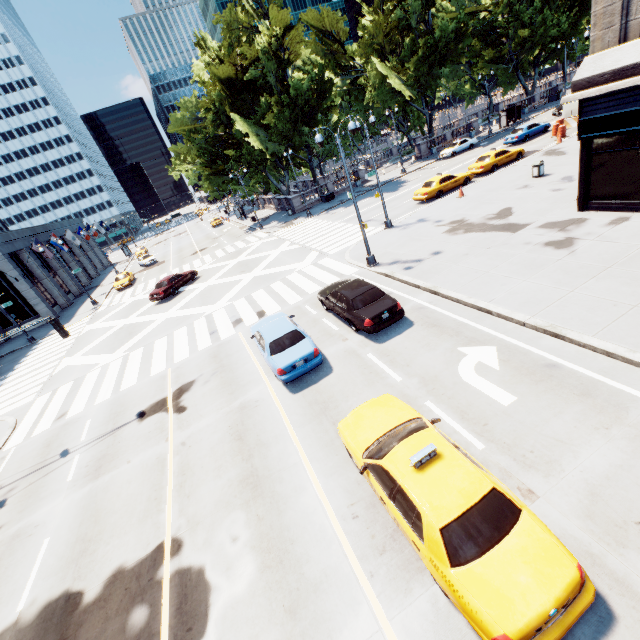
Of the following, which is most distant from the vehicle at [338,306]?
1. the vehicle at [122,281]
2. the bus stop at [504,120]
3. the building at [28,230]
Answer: the bus stop at [504,120]

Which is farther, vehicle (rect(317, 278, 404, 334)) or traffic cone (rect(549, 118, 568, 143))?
traffic cone (rect(549, 118, 568, 143))

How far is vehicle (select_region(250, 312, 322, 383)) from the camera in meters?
11.2

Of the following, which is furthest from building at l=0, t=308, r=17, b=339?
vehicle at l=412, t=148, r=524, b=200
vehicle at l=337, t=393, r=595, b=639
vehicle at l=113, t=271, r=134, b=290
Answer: vehicle at l=337, t=393, r=595, b=639

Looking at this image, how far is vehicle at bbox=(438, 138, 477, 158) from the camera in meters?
40.1

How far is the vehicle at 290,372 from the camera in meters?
11.2

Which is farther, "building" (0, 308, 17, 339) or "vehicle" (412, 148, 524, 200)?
"building" (0, 308, 17, 339)

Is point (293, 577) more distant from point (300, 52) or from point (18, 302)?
point (300, 52)
